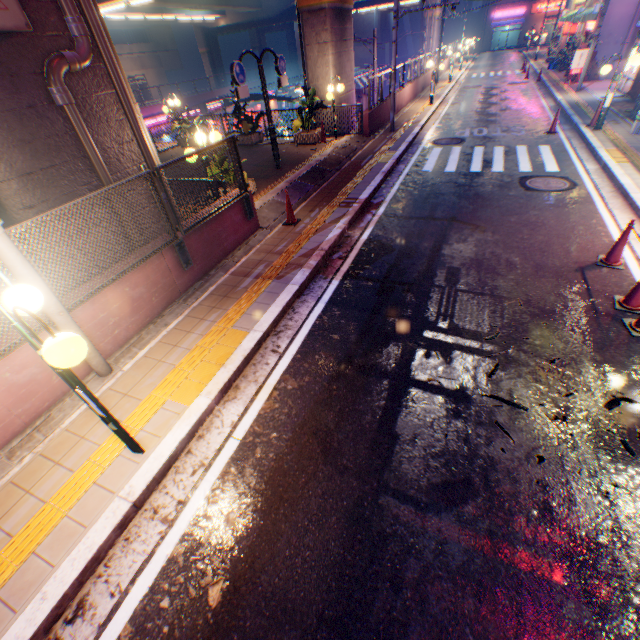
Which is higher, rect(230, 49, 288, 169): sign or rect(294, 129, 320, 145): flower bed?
rect(230, 49, 288, 169): sign

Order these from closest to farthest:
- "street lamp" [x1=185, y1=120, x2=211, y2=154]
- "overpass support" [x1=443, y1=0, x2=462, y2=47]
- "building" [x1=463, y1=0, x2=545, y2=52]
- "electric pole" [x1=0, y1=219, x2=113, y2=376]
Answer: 1. "electric pole" [x1=0, y1=219, x2=113, y2=376]
2. "street lamp" [x1=185, y1=120, x2=211, y2=154]
3. "overpass support" [x1=443, y1=0, x2=462, y2=47]
4. "building" [x1=463, y1=0, x2=545, y2=52]

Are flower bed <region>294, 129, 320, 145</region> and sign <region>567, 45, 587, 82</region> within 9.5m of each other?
no

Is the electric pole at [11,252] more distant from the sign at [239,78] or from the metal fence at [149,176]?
the sign at [239,78]

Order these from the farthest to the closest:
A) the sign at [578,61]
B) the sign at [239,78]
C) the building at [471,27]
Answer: the building at [471,27] → the sign at [578,61] → the sign at [239,78]

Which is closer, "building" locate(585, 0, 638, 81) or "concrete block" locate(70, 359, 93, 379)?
"concrete block" locate(70, 359, 93, 379)

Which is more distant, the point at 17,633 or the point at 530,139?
the point at 530,139

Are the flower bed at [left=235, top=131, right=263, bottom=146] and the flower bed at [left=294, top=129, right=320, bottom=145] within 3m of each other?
yes
